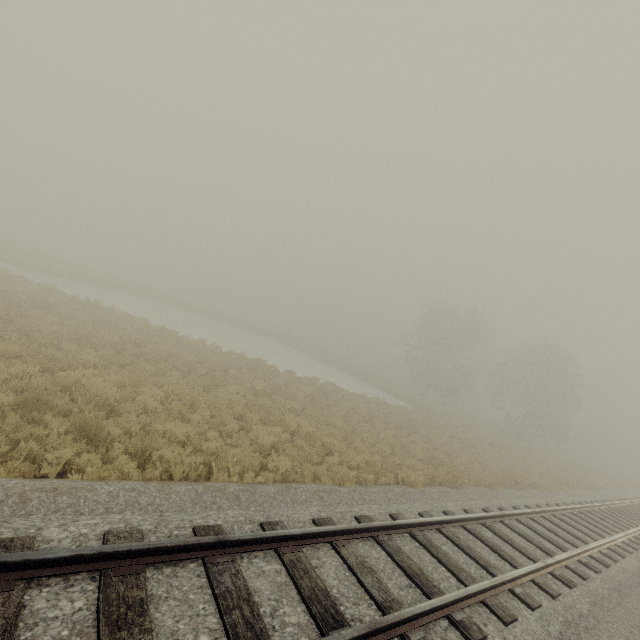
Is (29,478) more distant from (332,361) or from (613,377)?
(613,377)
